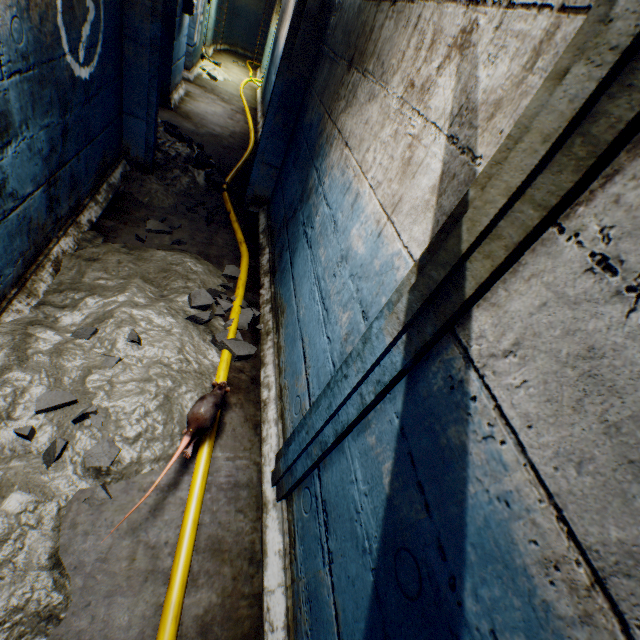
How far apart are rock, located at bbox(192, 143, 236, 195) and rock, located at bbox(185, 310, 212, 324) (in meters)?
1.86

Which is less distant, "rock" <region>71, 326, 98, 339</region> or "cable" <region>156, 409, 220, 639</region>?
"cable" <region>156, 409, 220, 639</region>

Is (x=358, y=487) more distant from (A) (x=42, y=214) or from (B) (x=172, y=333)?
(A) (x=42, y=214)

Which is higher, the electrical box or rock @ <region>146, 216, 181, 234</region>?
the electrical box

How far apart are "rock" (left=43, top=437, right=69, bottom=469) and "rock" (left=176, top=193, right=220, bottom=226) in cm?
238

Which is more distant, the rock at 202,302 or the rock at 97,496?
the rock at 202,302

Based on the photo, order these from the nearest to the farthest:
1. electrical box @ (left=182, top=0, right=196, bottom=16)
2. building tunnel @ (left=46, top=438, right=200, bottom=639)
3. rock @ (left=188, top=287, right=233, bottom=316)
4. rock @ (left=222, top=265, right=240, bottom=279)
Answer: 1. building tunnel @ (left=46, top=438, right=200, bottom=639)
2. rock @ (left=188, top=287, right=233, bottom=316)
3. rock @ (left=222, top=265, right=240, bottom=279)
4. electrical box @ (left=182, top=0, right=196, bottom=16)

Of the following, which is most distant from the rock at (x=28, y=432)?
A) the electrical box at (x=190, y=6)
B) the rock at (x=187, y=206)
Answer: the electrical box at (x=190, y=6)
